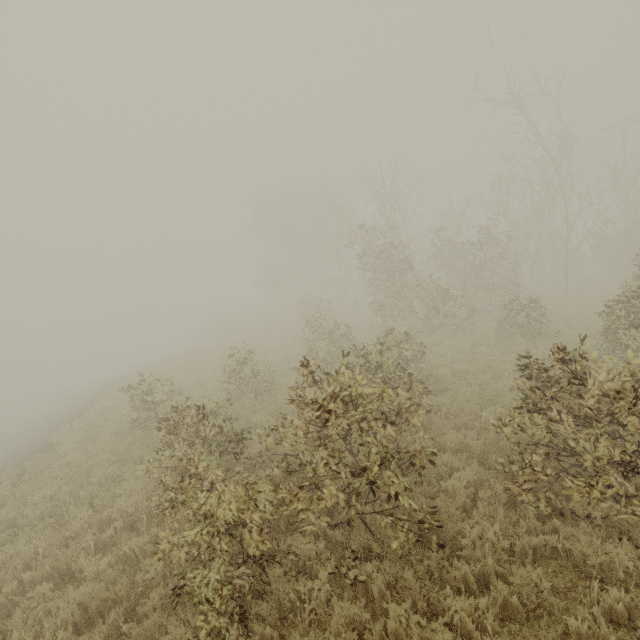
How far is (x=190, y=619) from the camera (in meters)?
4.17
